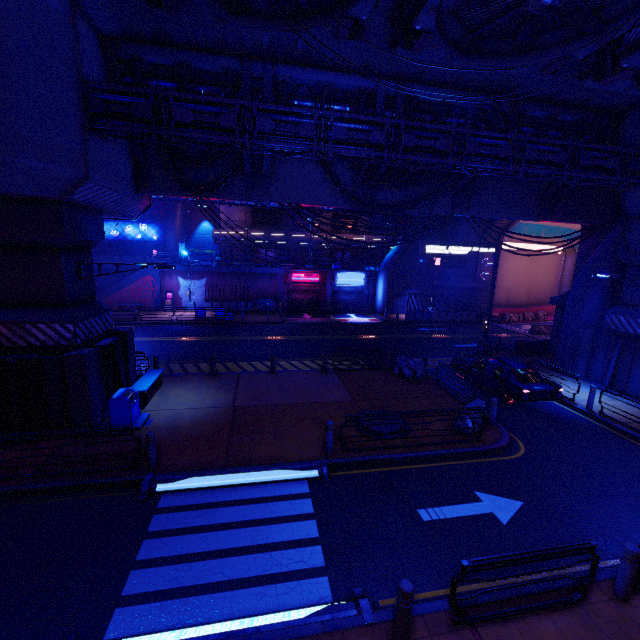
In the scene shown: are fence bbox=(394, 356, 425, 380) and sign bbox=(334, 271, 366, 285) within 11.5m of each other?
no

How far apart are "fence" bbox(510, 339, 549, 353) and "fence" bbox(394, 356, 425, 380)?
9.5 meters

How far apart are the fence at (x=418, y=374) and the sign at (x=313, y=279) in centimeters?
1964cm

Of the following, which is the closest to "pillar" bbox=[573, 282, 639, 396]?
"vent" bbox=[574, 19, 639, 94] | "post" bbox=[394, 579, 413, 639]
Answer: "vent" bbox=[574, 19, 639, 94]

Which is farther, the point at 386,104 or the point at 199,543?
the point at 386,104

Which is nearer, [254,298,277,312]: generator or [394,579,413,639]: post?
[394,579,413,639]: post

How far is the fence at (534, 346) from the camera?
22.0 meters

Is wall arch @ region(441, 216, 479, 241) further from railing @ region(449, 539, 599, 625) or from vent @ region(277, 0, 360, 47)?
vent @ region(277, 0, 360, 47)
